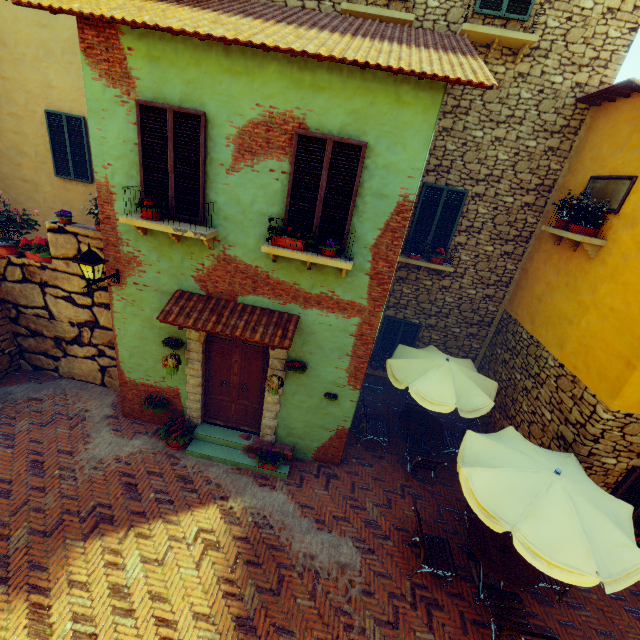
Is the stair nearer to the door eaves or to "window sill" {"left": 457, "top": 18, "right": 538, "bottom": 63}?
the door eaves

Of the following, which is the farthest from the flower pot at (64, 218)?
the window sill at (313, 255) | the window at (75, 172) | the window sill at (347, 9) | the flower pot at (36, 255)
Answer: the window sill at (347, 9)

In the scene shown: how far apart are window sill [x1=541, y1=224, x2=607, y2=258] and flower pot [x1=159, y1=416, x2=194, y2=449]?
9.0 meters

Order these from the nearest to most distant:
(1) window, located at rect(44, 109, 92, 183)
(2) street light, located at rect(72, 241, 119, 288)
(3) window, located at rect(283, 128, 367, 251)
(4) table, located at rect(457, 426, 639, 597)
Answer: (4) table, located at rect(457, 426, 639, 597)
(3) window, located at rect(283, 128, 367, 251)
(2) street light, located at rect(72, 241, 119, 288)
(1) window, located at rect(44, 109, 92, 183)

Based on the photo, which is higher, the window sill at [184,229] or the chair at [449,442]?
the window sill at [184,229]

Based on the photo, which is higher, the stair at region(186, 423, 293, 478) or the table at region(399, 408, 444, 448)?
the table at region(399, 408, 444, 448)

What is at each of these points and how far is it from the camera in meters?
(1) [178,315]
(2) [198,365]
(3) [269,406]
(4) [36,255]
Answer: (1) door eaves, 5.9 m
(2) stone doorway, 6.9 m
(3) stone doorway, 7.1 m
(4) flower pot, 7.3 m

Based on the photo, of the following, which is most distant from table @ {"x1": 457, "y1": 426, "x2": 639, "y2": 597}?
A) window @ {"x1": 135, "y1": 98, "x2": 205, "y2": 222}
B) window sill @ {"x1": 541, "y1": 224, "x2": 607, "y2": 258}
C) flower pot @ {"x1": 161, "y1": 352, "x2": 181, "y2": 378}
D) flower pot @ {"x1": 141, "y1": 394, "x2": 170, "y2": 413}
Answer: flower pot @ {"x1": 141, "y1": 394, "x2": 170, "y2": 413}
